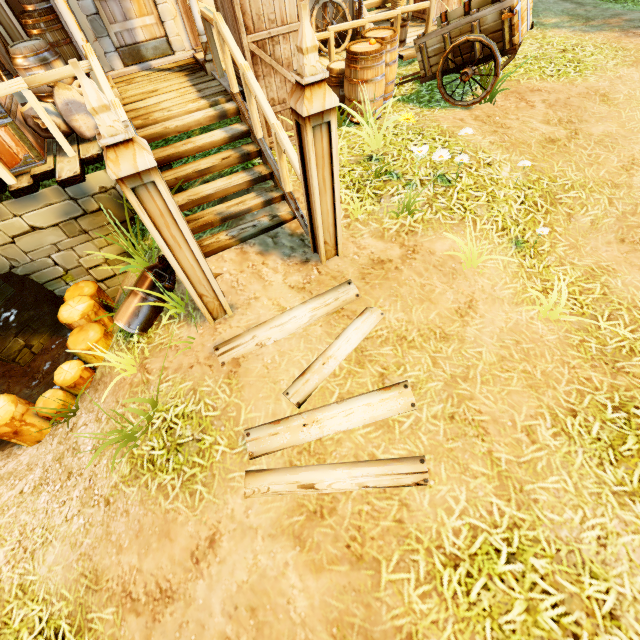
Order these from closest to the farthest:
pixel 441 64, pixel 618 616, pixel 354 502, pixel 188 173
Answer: pixel 618 616 < pixel 354 502 < pixel 188 173 < pixel 441 64

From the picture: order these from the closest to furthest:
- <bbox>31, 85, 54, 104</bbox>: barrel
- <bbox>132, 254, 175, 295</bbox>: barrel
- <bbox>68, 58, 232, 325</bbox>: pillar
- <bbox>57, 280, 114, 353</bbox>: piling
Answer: <bbox>68, 58, 232, 325</bbox>: pillar
<bbox>132, 254, 175, 295</bbox>: barrel
<bbox>57, 280, 114, 353</bbox>: piling
<bbox>31, 85, 54, 104</bbox>: barrel

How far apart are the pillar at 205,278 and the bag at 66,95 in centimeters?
248cm

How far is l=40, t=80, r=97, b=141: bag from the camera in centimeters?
415cm

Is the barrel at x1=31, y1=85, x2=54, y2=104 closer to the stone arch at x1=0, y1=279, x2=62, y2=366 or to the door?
the door

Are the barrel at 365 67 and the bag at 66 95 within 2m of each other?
no

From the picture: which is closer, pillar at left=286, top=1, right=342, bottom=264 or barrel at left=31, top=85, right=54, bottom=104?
pillar at left=286, top=1, right=342, bottom=264
